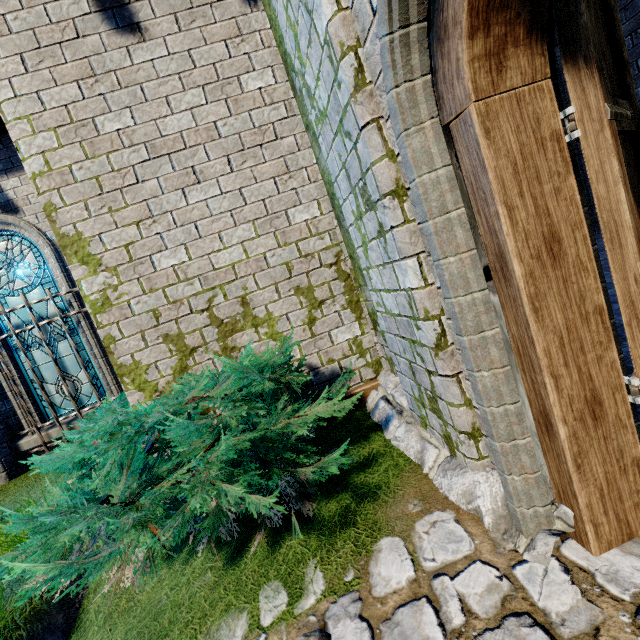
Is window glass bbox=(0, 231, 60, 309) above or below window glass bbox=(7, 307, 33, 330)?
above

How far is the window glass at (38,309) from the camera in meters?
6.2 m

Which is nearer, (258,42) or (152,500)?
(152,500)

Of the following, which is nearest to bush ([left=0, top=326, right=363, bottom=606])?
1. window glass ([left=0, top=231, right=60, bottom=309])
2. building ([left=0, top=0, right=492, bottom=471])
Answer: building ([left=0, top=0, right=492, bottom=471])

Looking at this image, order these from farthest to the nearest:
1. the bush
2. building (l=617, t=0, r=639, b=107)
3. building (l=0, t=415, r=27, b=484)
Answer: building (l=0, t=415, r=27, b=484)
building (l=617, t=0, r=639, b=107)
the bush

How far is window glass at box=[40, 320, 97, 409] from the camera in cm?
630
